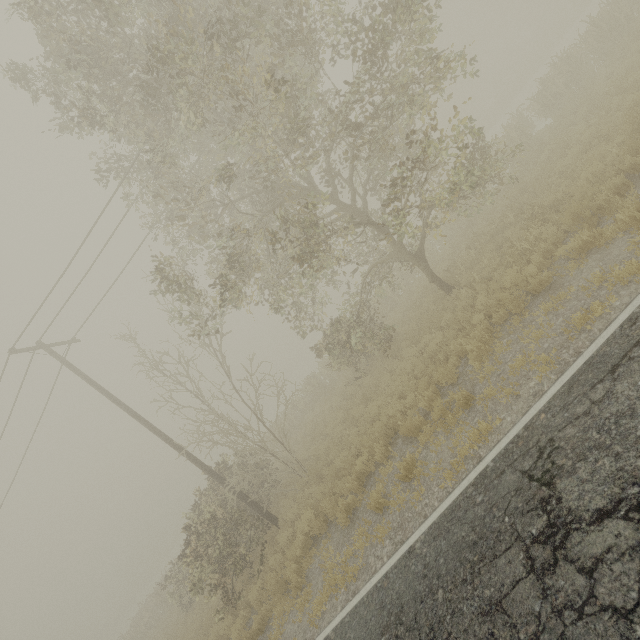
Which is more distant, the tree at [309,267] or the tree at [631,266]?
the tree at [309,267]

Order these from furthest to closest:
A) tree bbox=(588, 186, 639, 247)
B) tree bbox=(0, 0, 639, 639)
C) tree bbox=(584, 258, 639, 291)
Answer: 1. tree bbox=(0, 0, 639, 639)
2. tree bbox=(588, 186, 639, 247)
3. tree bbox=(584, 258, 639, 291)

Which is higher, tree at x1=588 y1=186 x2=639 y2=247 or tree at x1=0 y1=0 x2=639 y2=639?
tree at x1=0 y1=0 x2=639 y2=639

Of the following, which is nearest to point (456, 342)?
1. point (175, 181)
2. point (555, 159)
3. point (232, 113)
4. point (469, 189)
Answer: point (469, 189)

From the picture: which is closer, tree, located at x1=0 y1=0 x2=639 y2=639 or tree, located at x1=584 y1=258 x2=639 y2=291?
tree, located at x1=584 y1=258 x2=639 y2=291
